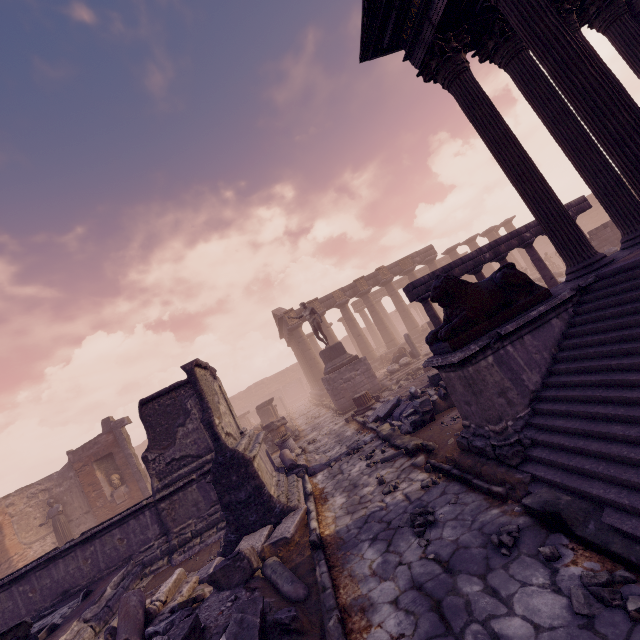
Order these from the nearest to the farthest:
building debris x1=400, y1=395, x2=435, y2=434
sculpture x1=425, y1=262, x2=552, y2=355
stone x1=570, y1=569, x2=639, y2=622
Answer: stone x1=570, y1=569, x2=639, y2=622, sculpture x1=425, y1=262, x2=552, y2=355, building debris x1=400, y1=395, x2=435, y2=434

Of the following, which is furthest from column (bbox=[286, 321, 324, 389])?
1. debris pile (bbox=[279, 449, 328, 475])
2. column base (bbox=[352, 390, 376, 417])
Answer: debris pile (bbox=[279, 449, 328, 475])

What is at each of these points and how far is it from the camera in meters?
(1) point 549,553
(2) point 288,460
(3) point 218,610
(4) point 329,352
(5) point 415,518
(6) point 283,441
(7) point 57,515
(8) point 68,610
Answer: (1) stone, 2.9 m
(2) debris pile, 9.2 m
(3) debris pile, 4.3 m
(4) pedestal, 16.8 m
(5) stone, 4.4 m
(6) column base, 12.0 m
(7) sculpture, 15.5 m
(8) pool, 6.5 m

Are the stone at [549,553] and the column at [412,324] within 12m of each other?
no

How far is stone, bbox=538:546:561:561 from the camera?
2.8 meters

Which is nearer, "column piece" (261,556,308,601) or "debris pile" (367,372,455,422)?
"column piece" (261,556,308,601)

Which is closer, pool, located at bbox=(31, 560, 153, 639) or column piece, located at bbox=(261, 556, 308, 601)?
column piece, located at bbox=(261, 556, 308, 601)

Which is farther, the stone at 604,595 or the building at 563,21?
the building at 563,21
